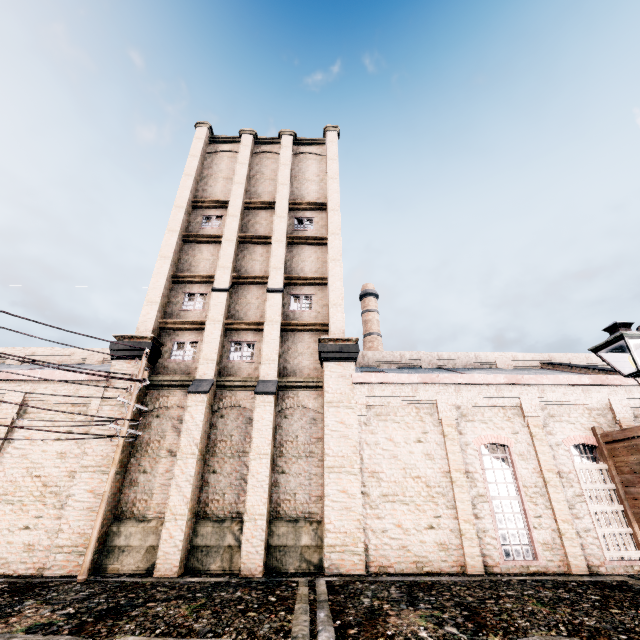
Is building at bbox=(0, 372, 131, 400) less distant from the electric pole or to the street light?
the electric pole

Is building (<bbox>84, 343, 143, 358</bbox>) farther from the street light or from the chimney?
the chimney

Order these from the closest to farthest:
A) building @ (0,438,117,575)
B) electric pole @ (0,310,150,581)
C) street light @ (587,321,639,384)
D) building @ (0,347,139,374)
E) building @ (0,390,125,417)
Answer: street light @ (587,321,639,384) < electric pole @ (0,310,150,581) < building @ (0,438,117,575) < building @ (0,390,125,417) < building @ (0,347,139,374)

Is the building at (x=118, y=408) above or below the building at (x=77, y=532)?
above

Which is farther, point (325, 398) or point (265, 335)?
point (265, 335)

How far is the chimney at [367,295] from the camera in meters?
45.2 m

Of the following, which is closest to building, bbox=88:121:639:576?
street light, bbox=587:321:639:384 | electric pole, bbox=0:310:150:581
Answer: electric pole, bbox=0:310:150:581

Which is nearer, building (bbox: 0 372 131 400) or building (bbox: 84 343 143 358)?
building (bbox: 0 372 131 400)
